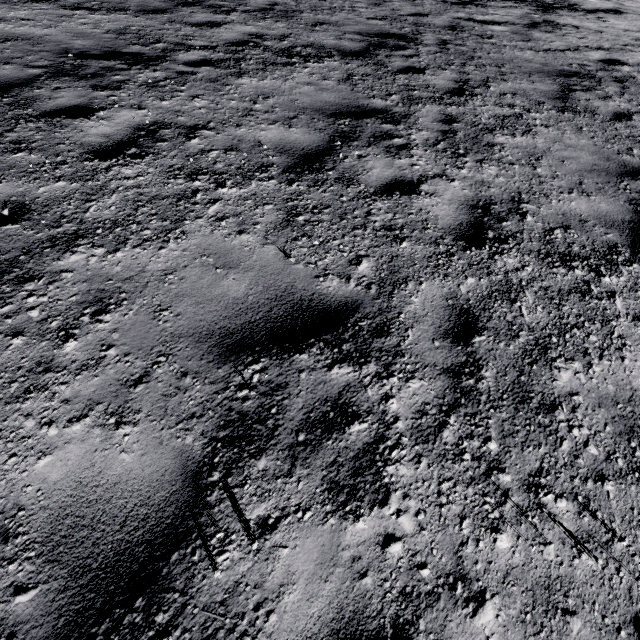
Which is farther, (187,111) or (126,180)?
(187,111)
